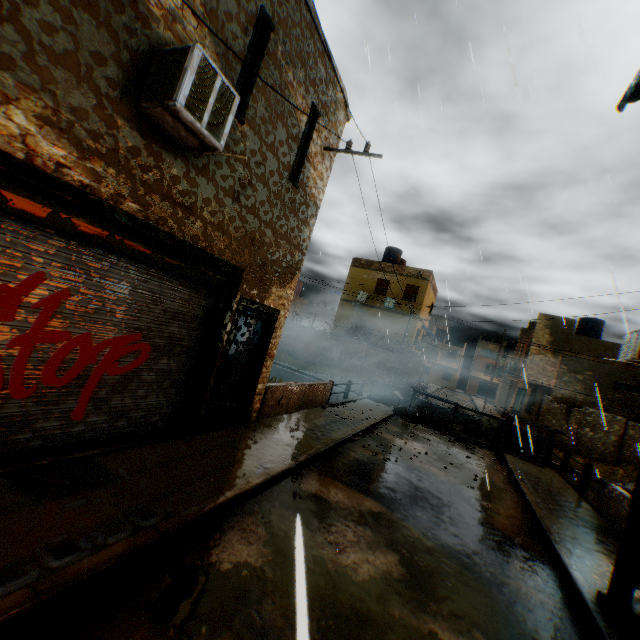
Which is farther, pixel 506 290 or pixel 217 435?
pixel 506 290

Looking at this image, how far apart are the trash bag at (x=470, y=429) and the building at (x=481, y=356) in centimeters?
4766cm

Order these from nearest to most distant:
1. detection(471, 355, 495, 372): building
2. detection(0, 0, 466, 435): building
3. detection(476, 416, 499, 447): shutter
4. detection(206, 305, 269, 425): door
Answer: detection(0, 0, 466, 435): building
detection(206, 305, 269, 425): door
detection(476, 416, 499, 447): shutter
detection(471, 355, 495, 372): building

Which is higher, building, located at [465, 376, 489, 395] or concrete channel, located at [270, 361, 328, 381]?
building, located at [465, 376, 489, 395]

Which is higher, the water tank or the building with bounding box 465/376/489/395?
the water tank

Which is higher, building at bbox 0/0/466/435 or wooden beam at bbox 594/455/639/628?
building at bbox 0/0/466/435

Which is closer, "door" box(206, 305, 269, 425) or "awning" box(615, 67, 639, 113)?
"awning" box(615, 67, 639, 113)

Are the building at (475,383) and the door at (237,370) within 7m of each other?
no
